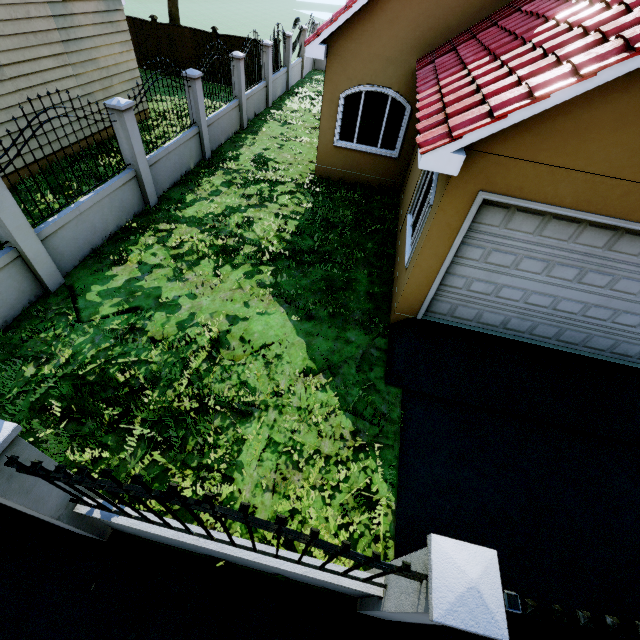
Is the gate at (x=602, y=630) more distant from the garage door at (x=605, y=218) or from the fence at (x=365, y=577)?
the garage door at (x=605, y=218)

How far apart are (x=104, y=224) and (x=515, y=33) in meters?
8.5

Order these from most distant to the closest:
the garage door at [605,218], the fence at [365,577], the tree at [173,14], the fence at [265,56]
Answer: the tree at [173,14] → the fence at [265,56] → the garage door at [605,218] → the fence at [365,577]

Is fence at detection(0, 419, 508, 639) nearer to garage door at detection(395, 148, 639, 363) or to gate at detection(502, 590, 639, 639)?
gate at detection(502, 590, 639, 639)

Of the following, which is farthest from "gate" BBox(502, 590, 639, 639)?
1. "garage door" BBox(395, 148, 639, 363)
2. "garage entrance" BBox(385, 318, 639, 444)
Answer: "garage door" BBox(395, 148, 639, 363)

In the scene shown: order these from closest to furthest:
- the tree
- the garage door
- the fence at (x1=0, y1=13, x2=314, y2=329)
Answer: the garage door → the fence at (x1=0, y1=13, x2=314, y2=329) → the tree

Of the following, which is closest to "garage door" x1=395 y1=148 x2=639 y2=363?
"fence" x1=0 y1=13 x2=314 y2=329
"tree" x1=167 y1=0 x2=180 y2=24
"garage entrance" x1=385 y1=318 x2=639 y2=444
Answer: "garage entrance" x1=385 y1=318 x2=639 y2=444

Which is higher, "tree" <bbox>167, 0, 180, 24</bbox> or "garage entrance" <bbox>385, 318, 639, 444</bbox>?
"tree" <bbox>167, 0, 180, 24</bbox>
